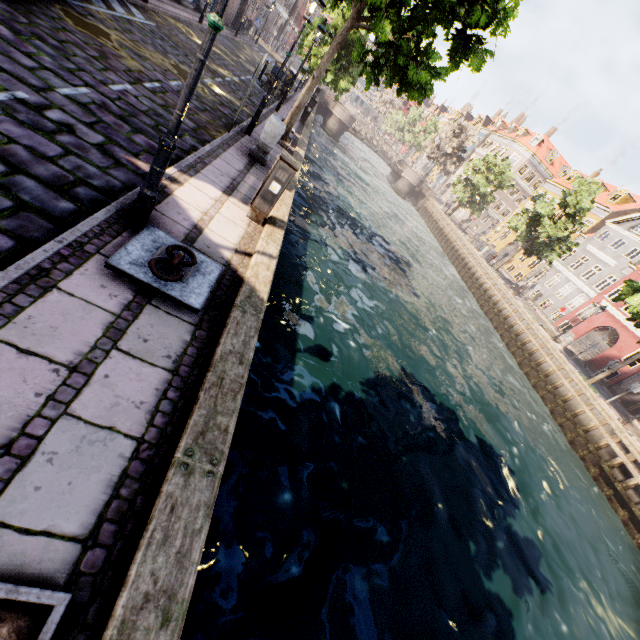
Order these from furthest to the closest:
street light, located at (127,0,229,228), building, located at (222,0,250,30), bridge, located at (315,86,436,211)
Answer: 1. bridge, located at (315,86,436,211)
2. building, located at (222,0,250,30)
3. street light, located at (127,0,229,228)

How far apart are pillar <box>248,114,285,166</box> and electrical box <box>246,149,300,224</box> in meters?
3.0 m

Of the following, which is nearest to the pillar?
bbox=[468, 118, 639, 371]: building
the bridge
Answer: bbox=[468, 118, 639, 371]: building

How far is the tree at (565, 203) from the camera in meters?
25.6 m

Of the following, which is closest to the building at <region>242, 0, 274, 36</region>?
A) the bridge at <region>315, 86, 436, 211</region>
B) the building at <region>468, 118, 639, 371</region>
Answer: the bridge at <region>315, 86, 436, 211</region>

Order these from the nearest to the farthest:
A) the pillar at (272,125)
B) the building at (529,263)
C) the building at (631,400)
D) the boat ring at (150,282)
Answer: the boat ring at (150,282), the pillar at (272,125), the building at (631,400), the building at (529,263)

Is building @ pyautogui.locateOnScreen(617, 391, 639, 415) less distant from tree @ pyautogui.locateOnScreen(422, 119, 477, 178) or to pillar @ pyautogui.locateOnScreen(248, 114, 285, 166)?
tree @ pyautogui.locateOnScreen(422, 119, 477, 178)

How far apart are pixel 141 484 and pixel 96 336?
1.3m
